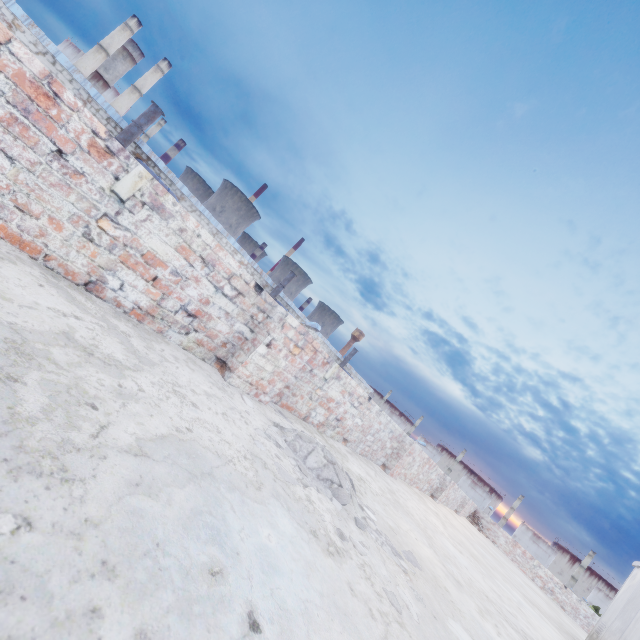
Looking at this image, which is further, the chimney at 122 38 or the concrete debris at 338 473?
the chimney at 122 38

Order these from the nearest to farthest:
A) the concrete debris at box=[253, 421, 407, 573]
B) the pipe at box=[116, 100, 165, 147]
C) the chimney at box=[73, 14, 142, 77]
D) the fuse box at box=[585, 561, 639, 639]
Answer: the concrete debris at box=[253, 421, 407, 573] → the fuse box at box=[585, 561, 639, 639] → the pipe at box=[116, 100, 165, 147] → the chimney at box=[73, 14, 142, 77]

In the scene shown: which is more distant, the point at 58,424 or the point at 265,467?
the point at 265,467

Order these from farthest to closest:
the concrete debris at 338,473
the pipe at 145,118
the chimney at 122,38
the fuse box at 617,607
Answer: the chimney at 122,38 → the pipe at 145,118 → the fuse box at 617,607 → the concrete debris at 338,473

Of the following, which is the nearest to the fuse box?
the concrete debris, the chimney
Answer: the concrete debris

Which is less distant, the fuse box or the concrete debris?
the concrete debris

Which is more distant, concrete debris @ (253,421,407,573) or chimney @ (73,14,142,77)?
chimney @ (73,14,142,77)

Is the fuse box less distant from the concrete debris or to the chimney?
the concrete debris
